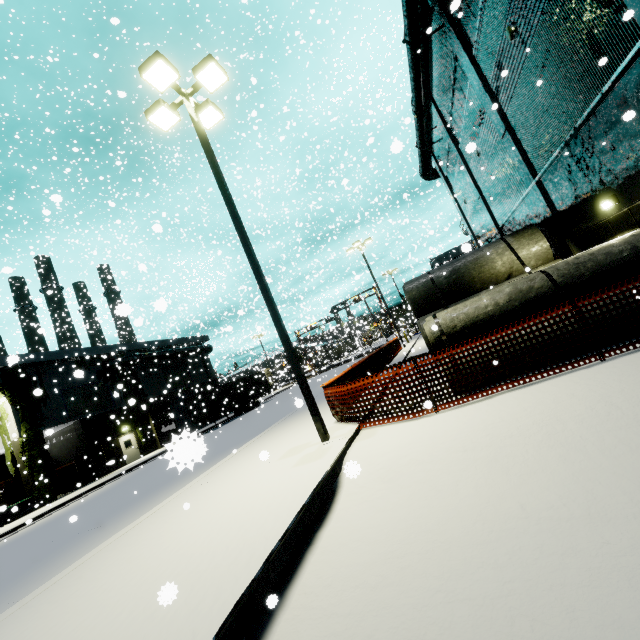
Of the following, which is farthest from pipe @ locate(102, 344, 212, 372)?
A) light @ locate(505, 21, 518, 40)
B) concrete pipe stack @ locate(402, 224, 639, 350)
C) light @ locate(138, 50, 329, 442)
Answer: light @ locate(505, 21, 518, 40)

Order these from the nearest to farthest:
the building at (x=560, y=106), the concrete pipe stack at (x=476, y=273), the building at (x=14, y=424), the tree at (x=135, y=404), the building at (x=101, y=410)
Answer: the concrete pipe stack at (x=476, y=273)
the building at (x=560, y=106)
the building at (x=14, y=424)
the building at (x=101, y=410)
the tree at (x=135, y=404)

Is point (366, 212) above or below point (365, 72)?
below

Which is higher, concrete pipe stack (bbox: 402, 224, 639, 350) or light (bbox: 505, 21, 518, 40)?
light (bbox: 505, 21, 518, 40)

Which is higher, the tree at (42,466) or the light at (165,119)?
the light at (165,119)

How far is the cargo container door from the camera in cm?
2869

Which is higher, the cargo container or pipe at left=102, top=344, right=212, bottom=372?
pipe at left=102, top=344, right=212, bottom=372

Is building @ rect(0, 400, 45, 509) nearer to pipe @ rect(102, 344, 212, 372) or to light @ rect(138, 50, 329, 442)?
pipe @ rect(102, 344, 212, 372)
